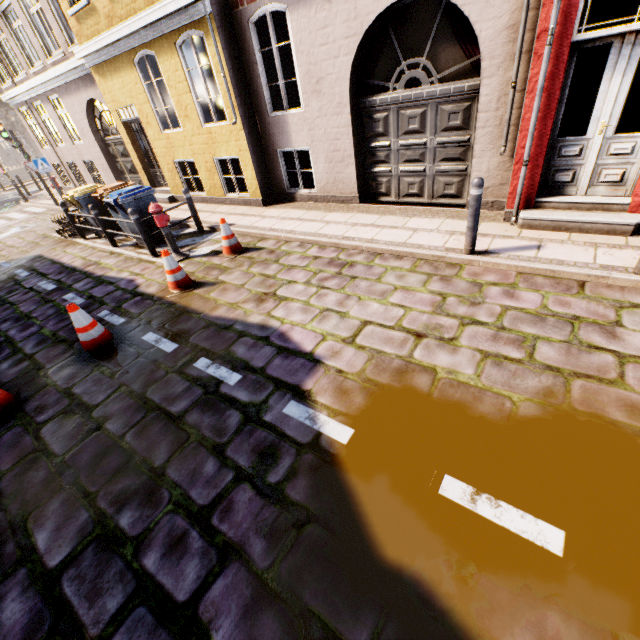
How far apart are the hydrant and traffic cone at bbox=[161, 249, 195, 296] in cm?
102

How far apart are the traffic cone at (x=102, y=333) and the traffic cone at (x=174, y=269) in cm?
→ 99

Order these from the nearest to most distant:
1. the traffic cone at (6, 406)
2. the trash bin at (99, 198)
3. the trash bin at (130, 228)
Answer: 1. the traffic cone at (6, 406)
2. the trash bin at (99, 198)
3. the trash bin at (130, 228)

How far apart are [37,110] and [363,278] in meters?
18.7

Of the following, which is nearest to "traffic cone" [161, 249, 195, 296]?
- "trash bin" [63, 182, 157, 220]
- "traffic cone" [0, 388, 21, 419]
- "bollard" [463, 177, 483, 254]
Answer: "traffic cone" [0, 388, 21, 419]

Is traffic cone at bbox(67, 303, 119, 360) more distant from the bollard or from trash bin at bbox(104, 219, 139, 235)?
the bollard

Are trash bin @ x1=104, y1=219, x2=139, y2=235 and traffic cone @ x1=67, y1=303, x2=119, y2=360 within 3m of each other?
no

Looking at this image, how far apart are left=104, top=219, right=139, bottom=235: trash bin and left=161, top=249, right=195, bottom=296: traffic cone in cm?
372
